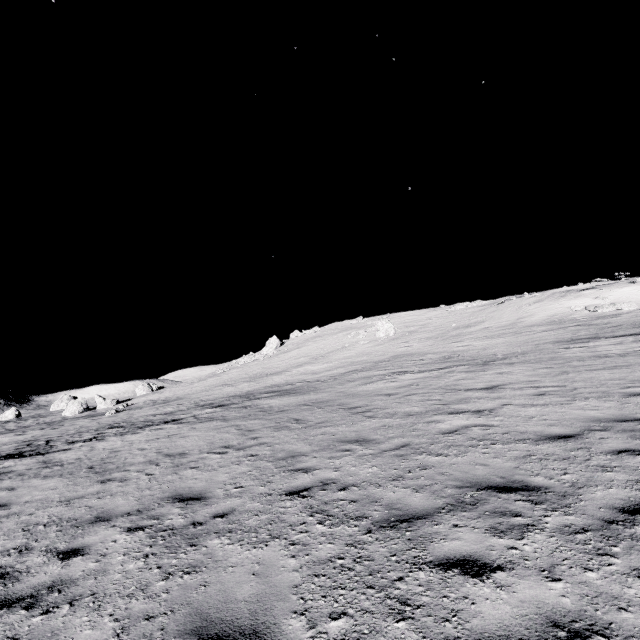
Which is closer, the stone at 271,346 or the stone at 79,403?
the stone at 79,403

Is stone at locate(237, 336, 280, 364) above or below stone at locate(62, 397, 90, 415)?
above

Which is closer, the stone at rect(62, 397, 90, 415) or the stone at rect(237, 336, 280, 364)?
the stone at rect(62, 397, 90, 415)

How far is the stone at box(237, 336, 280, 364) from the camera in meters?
→ 54.3 m

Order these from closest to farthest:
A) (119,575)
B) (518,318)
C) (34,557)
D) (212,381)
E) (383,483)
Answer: (119,575), (34,557), (383,483), (518,318), (212,381)

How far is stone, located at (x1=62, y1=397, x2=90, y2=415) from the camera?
43.6 meters

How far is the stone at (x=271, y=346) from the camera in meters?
54.3
